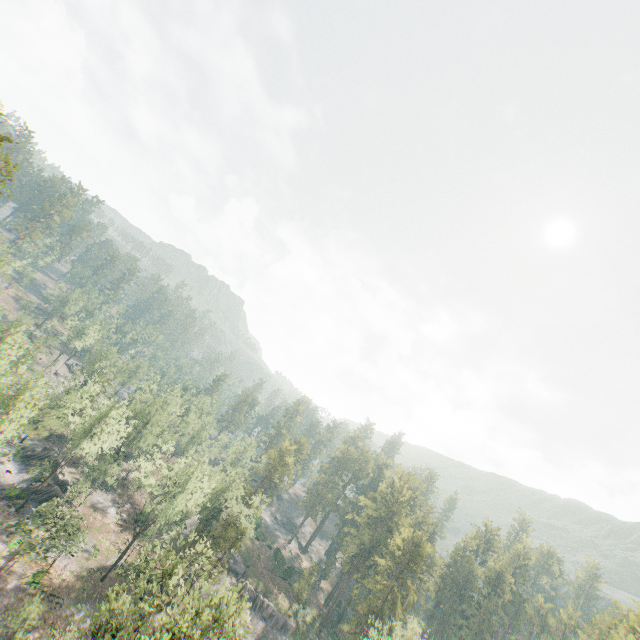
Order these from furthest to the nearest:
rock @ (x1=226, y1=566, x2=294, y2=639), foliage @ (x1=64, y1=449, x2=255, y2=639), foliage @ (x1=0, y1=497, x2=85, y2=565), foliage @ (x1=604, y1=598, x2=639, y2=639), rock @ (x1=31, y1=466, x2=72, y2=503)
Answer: rock @ (x1=226, y1=566, x2=294, y2=639) < foliage @ (x1=604, y1=598, x2=639, y2=639) < rock @ (x1=31, y1=466, x2=72, y2=503) < foliage @ (x1=0, y1=497, x2=85, y2=565) < foliage @ (x1=64, y1=449, x2=255, y2=639)

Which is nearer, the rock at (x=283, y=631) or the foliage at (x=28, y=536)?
the foliage at (x=28, y=536)

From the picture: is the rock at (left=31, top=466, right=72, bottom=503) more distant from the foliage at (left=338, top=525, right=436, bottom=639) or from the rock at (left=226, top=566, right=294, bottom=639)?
the rock at (left=226, top=566, right=294, bottom=639)

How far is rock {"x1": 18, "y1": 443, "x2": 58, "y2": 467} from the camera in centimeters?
5331cm

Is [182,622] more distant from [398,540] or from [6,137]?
[398,540]

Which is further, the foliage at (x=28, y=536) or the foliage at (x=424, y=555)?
the foliage at (x=424, y=555)
